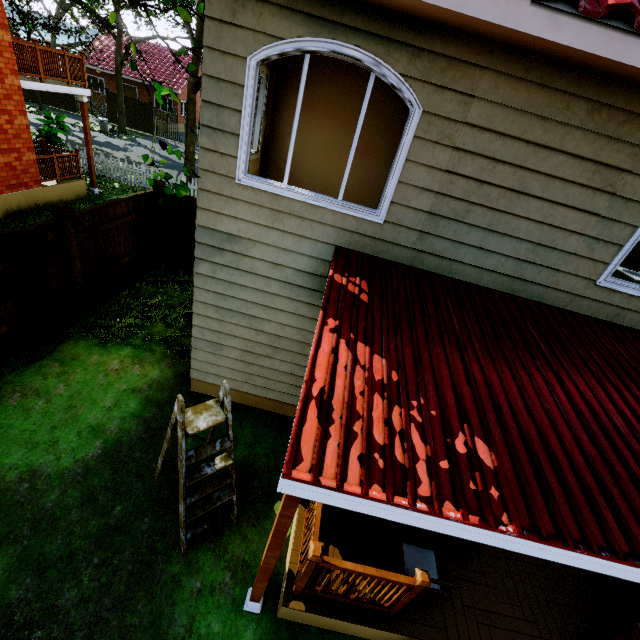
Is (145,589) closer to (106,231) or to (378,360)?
(378,360)

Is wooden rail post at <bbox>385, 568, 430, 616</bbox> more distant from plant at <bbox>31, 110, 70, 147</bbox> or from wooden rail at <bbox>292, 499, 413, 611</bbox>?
Result: plant at <bbox>31, 110, 70, 147</bbox>

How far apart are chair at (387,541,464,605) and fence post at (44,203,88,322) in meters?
7.5 m

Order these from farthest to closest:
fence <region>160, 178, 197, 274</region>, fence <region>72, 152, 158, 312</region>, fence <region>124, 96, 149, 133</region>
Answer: fence <region>124, 96, 149, 133</region>, fence <region>160, 178, 197, 274</region>, fence <region>72, 152, 158, 312</region>

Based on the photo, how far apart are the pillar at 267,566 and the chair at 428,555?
1.6m

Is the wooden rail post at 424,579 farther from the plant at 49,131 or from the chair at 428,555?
the plant at 49,131

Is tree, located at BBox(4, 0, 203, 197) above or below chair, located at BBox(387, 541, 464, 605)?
above

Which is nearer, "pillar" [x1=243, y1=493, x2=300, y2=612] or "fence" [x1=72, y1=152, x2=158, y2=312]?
"pillar" [x1=243, y1=493, x2=300, y2=612]
